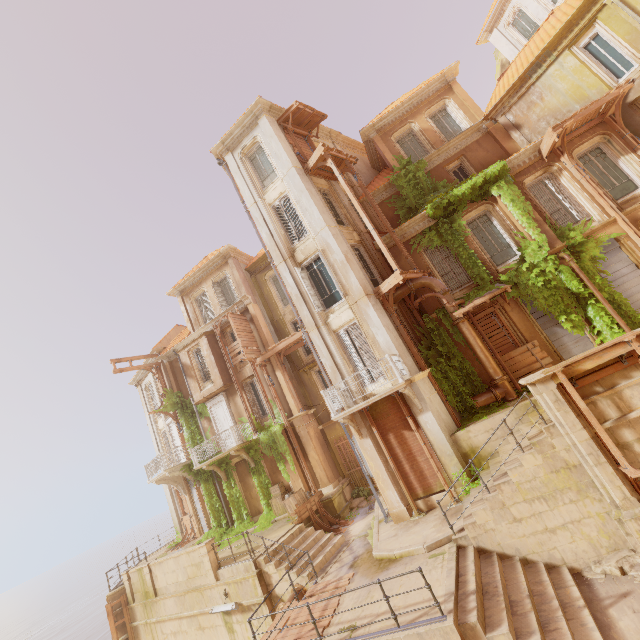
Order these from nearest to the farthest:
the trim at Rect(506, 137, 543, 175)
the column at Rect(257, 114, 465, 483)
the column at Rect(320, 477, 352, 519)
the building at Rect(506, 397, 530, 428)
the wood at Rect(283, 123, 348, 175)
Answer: the building at Rect(506, 397, 530, 428)
the column at Rect(257, 114, 465, 483)
the trim at Rect(506, 137, 543, 175)
the wood at Rect(283, 123, 348, 175)
the column at Rect(320, 477, 352, 519)

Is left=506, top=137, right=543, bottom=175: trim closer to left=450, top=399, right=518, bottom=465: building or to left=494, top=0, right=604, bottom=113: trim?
left=494, top=0, right=604, bottom=113: trim

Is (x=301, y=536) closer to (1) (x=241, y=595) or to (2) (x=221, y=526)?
(1) (x=241, y=595)

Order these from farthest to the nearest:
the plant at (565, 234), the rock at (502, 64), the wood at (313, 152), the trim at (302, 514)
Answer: the rock at (502, 64) → the wood at (313, 152) → the trim at (302, 514) → the plant at (565, 234)

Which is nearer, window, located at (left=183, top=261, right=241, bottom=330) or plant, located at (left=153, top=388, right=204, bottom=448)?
plant, located at (left=153, top=388, right=204, bottom=448)

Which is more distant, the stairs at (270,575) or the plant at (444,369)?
the plant at (444,369)

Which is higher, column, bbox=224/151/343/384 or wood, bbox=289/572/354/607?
column, bbox=224/151/343/384

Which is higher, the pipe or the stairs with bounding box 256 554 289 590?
the pipe
